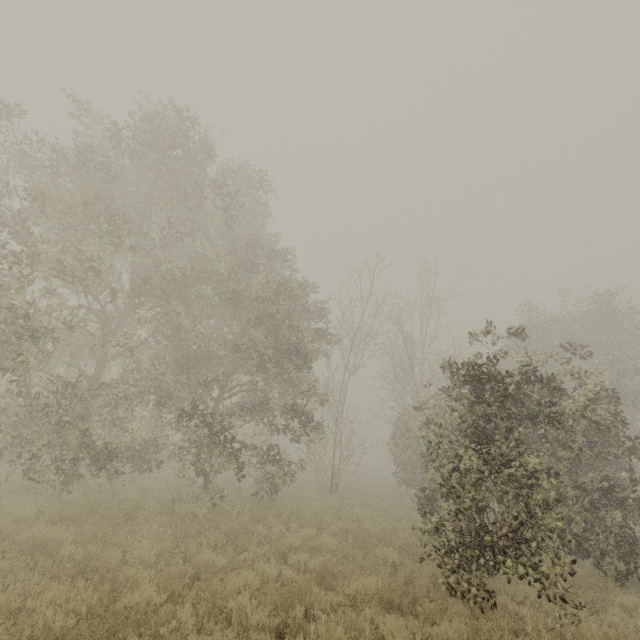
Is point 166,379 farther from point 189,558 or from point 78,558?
point 78,558
